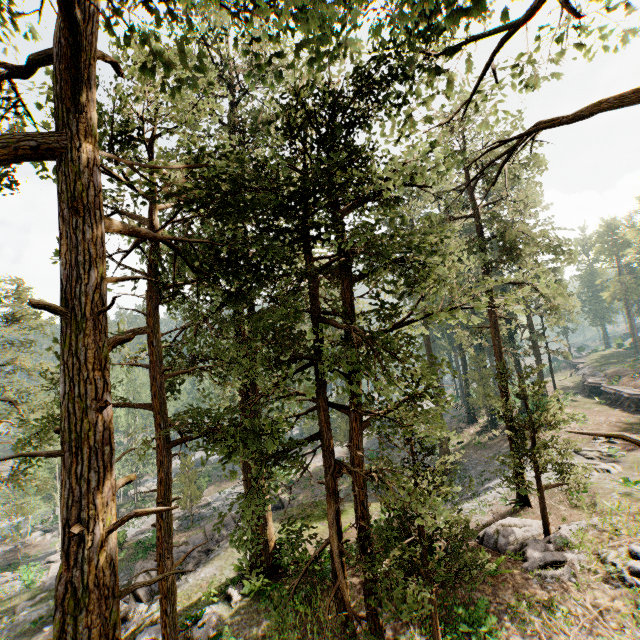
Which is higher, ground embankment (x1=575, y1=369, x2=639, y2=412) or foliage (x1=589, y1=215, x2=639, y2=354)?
foliage (x1=589, y1=215, x2=639, y2=354)

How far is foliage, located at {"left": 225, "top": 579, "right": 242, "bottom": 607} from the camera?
13.9m

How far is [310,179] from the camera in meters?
8.5 m

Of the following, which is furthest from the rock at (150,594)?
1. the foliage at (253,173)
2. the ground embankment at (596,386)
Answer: the ground embankment at (596,386)

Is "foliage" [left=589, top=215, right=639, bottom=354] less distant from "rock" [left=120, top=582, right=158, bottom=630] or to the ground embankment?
"rock" [left=120, top=582, right=158, bottom=630]

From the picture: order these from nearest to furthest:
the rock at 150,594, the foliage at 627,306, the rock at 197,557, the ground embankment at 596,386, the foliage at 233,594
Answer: the foliage at 233,594 → the rock at 150,594 → the rock at 197,557 → the ground embankment at 596,386 → the foliage at 627,306

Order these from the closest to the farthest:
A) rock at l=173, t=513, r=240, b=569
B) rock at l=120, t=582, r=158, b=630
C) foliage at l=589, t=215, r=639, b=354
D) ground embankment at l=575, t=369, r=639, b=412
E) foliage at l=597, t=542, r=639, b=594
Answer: foliage at l=597, t=542, r=639, b=594 < rock at l=120, t=582, r=158, b=630 < rock at l=173, t=513, r=240, b=569 < ground embankment at l=575, t=369, r=639, b=412 < foliage at l=589, t=215, r=639, b=354
